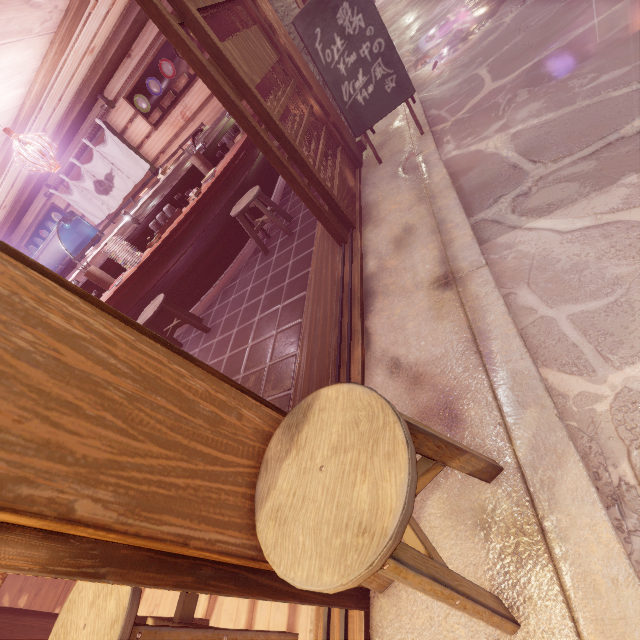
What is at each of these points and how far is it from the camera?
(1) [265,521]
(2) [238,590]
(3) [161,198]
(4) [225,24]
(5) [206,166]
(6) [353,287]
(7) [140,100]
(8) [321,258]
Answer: (1) chair, 1.5m
(2) door frame, 1.6m
(3) table, 7.4m
(4) wood pole, 5.5m
(5) tableware, 7.8m
(6) door frame, 4.5m
(7) dish, 10.2m
(8) wood bar, 5.7m

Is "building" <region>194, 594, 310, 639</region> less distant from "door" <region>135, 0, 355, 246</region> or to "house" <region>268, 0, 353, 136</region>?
"door" <region>135, 0, 355, 246</region>

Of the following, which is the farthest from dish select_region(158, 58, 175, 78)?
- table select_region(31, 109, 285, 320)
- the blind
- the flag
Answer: the blind

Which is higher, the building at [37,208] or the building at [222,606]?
the building at [37,208]

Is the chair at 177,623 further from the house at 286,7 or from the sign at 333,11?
the house at 286,7

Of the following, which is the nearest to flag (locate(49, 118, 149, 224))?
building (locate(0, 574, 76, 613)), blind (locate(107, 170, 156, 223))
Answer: blind (locate(107, 170, 156, 223))

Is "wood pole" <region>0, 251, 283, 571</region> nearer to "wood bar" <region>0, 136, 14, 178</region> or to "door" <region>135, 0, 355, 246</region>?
"wood bar" <region>0, 136, 14, 178</region>

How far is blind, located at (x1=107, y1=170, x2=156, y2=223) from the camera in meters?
11.9
